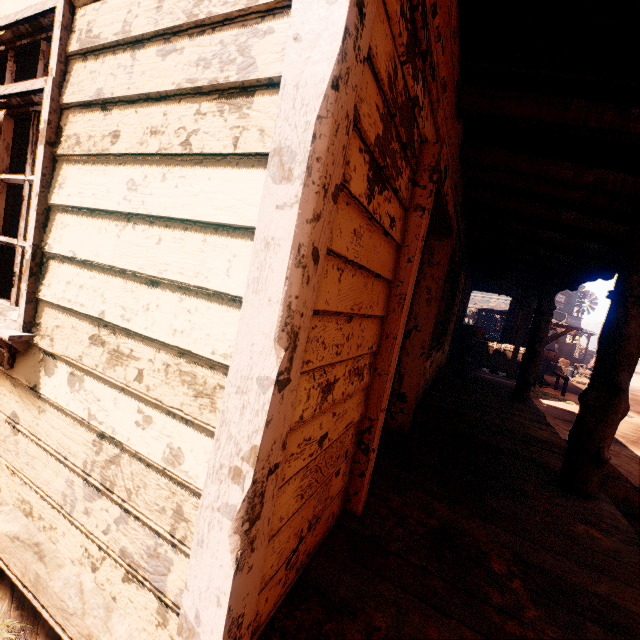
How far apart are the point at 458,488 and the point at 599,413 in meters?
1.5

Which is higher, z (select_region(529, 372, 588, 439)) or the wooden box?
the wooden box

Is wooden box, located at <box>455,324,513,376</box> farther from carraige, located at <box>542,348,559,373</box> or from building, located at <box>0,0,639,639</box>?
carraige, located at <box>542,348,559,373</box>

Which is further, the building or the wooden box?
the wooden box

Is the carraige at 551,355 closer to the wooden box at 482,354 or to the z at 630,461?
the z at 630,461

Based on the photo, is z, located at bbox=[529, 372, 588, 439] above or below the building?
below

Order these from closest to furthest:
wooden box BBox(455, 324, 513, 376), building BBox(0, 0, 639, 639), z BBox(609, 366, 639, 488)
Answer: building BBox(0, 0, 639, 639) → z BBox(609, 366, 639, 488) → wooden box BBox(455, 324, 513, 376)
